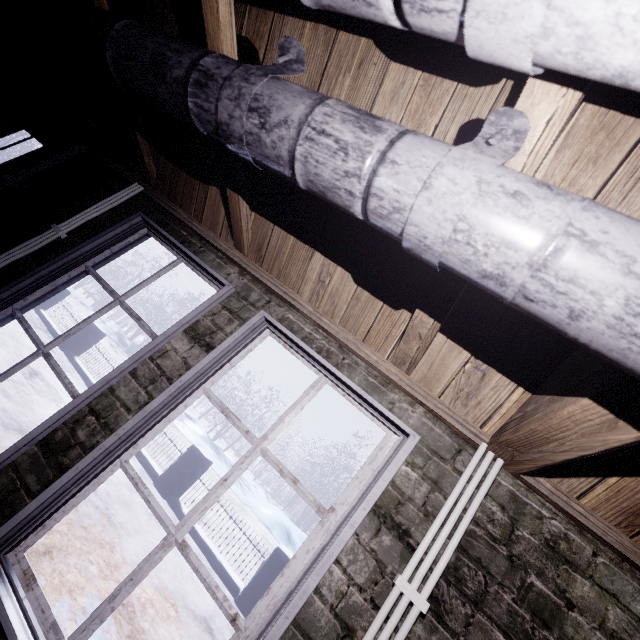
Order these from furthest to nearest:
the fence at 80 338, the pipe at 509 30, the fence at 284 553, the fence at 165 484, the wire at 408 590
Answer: the fence at 80 338
the fence at 165 484
the fence at 284 553
the wire at 408 590
the pipe at 509 30

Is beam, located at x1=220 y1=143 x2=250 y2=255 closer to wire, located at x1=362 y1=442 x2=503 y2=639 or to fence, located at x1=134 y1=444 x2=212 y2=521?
wire, located at x1=362 y1=442 x2=503 y2=639

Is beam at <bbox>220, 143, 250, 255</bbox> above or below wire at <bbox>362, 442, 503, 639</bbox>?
above

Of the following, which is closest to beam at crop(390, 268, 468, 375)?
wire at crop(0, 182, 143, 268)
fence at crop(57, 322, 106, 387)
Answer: wire at crop(0, 182, 143, 268)

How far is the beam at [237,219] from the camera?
1.4 meters

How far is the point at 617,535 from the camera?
1.0 meters

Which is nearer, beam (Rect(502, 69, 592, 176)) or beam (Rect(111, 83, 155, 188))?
beam (Rect(502, 69, 592, 176))

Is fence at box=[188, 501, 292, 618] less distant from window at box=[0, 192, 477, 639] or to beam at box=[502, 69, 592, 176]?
window at box=[0, 192, 477, 639]
